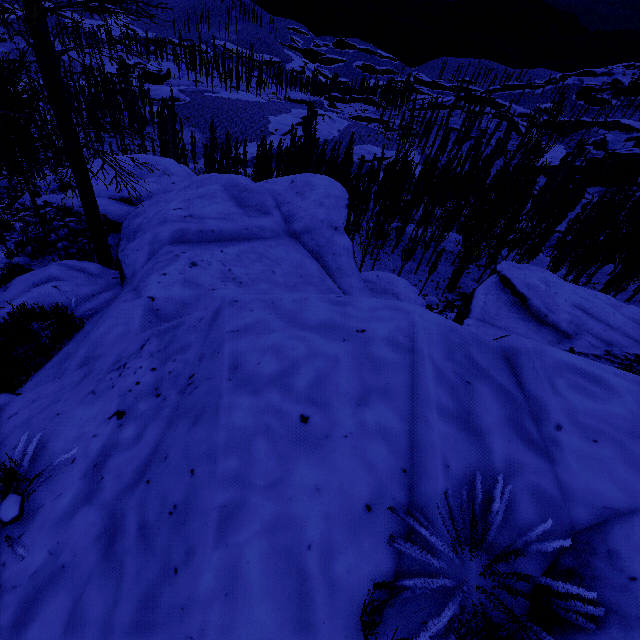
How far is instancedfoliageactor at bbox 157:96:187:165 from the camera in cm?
4681

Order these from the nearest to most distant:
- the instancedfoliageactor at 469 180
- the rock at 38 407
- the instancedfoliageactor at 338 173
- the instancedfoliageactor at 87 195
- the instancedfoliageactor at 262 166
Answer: the rock at 38 407, the instancedfoliageactor at 87 195, the instancedfoliageactor at 469 180, the instancedfoliageactor at 262 166, the instancedfoliageactor at 338 173

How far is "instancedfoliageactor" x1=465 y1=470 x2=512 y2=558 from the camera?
1.7 meters

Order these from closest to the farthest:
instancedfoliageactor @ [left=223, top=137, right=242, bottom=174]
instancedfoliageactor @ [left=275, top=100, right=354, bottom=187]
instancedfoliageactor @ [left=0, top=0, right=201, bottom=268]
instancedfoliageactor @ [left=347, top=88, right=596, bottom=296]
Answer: instancedfoliageactor @ [left=0, top=0, right=201, bottom=268], instancedfoliageactor @ [left=347, top=88, right=596, bottom=296], instancedfoliageactor @ [left=275, top=100, right=354, bottom=187], instancedfoliageactor @ [left=223, top=137, right=242, bottom=174]

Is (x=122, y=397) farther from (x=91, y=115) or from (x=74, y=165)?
(x=91, y=115)

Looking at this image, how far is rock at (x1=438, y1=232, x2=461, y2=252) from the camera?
41.25m

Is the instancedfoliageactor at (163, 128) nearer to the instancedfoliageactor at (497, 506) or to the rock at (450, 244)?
the rock at (450, 244)

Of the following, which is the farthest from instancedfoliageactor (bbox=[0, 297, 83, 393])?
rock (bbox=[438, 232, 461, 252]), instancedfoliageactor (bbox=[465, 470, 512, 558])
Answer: instancedfoliageactor (bbox=[465, 470, 512, 558])
